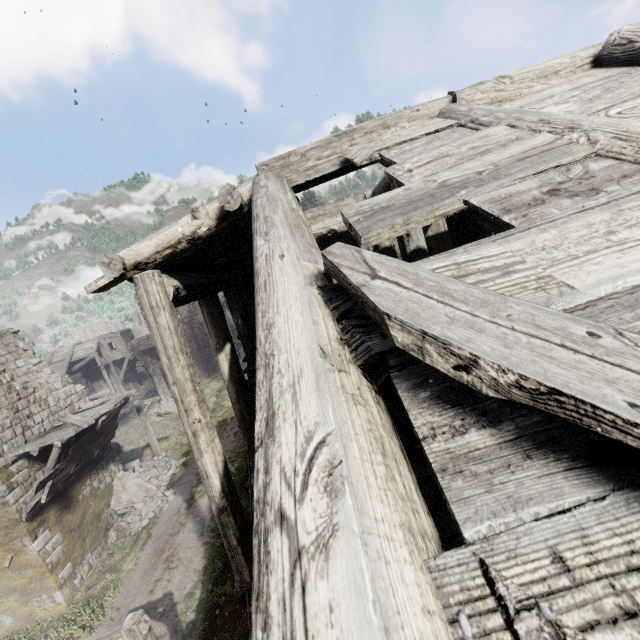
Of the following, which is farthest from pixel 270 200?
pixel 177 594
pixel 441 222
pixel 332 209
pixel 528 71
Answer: pixel 177 594

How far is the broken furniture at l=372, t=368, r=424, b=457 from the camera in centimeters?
245cm

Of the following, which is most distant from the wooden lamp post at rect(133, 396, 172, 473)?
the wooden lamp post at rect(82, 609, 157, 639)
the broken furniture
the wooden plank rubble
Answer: the broken furniture

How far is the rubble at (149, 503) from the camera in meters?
15.8 m

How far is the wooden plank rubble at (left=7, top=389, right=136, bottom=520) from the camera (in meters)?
11.98

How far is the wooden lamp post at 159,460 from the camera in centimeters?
1864cm

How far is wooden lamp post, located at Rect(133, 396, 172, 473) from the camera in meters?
18.6 m

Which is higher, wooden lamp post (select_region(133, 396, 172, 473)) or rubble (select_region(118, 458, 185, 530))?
wooden lamp post (select_region(133, 396, 172, 473))
